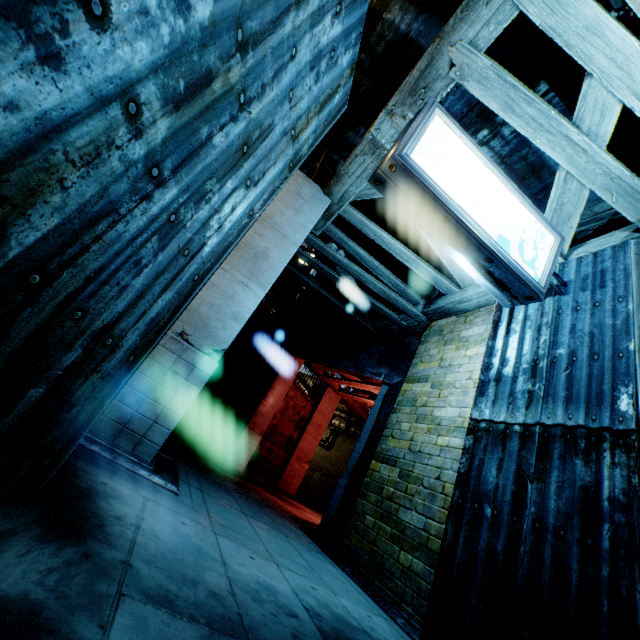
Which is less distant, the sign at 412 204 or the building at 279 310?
the building at 279 310

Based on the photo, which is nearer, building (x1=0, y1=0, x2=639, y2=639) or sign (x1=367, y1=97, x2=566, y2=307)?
building (x1=0, y1=0, x2=639, y2=639)

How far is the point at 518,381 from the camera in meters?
4.2 m

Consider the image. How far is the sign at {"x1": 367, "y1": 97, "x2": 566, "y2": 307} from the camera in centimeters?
367cm

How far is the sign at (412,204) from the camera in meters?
Result: 3.7 m
